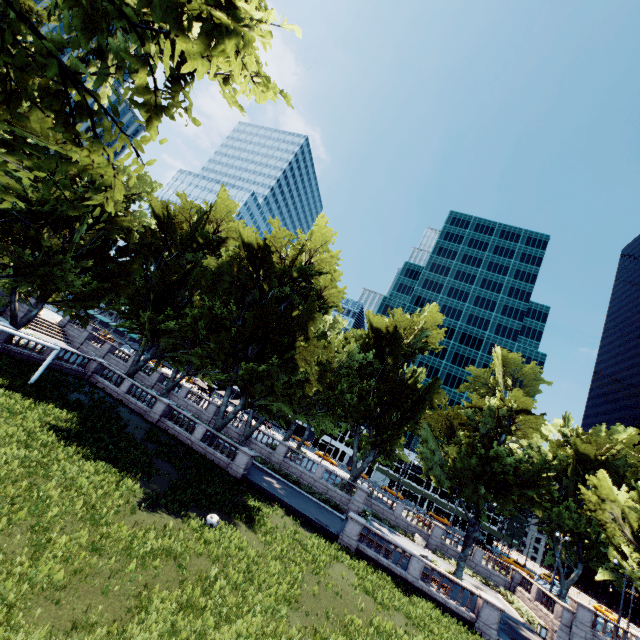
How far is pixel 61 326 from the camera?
49.4m
